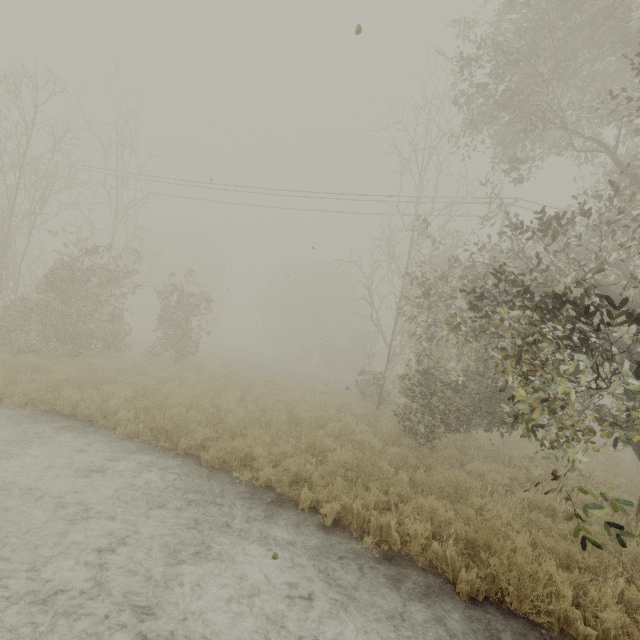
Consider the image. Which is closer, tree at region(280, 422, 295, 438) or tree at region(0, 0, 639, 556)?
tree at region(0, 0, 639, 556)

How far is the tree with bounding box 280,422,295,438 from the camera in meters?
9.1 m

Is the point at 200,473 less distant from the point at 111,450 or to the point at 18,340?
the point at 111,450

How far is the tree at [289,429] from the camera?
9.07m

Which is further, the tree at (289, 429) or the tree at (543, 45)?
the tree at (289, 429)

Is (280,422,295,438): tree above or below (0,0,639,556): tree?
below
